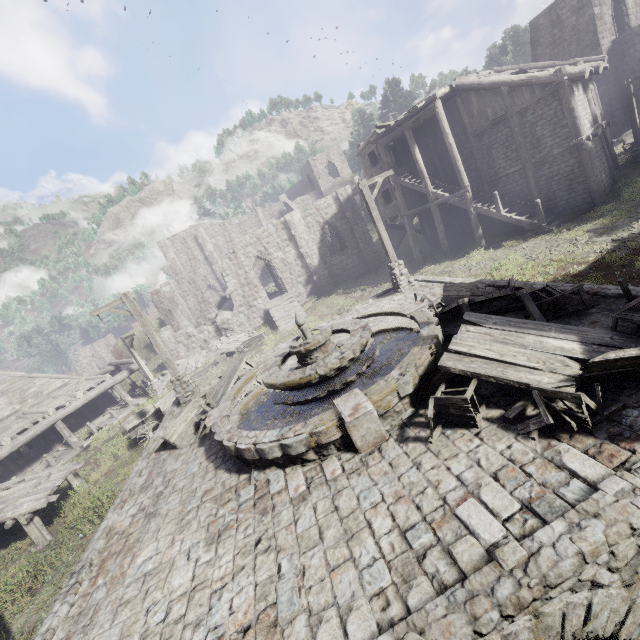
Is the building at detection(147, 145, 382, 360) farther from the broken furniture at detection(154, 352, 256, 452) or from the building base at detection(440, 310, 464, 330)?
the broken furniture at detection(154, 352, 256, 452)

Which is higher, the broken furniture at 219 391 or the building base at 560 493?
the broken furniture at 219 391

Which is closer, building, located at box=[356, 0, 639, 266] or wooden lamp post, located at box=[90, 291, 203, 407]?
wooden lamp post, located at box=[90, 291, 203, 407]

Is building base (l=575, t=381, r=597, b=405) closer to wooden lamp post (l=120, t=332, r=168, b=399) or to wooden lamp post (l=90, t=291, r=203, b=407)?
wooden lamp post (l=90, t=291, r=203, b=407)

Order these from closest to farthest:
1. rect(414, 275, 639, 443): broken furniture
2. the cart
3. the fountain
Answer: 1. rect(414, 275, 639, 443): broken furniture
2. the fountain
3. the cart

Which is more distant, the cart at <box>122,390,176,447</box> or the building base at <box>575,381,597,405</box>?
the cart at <box>122,390,176,447</box>

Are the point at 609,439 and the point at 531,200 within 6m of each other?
no

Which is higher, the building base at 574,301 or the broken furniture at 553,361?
the broken furniture at 553,361
